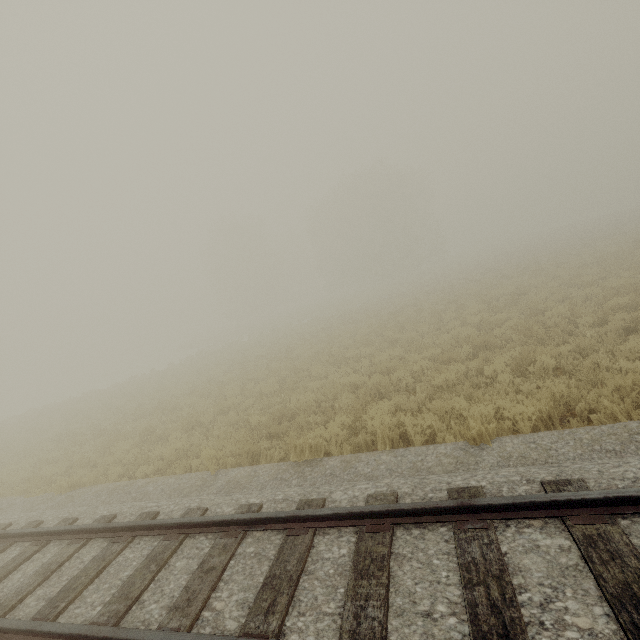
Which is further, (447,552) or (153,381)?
(153,381)
